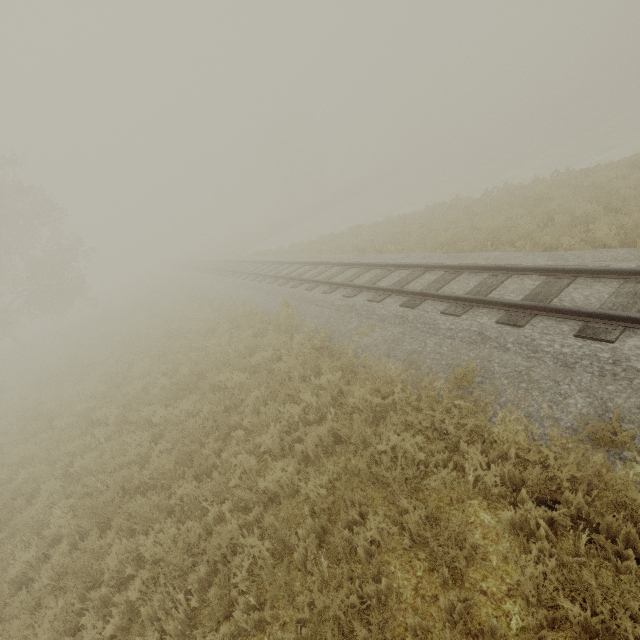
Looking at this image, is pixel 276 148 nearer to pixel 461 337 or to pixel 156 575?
pixel 461 337
